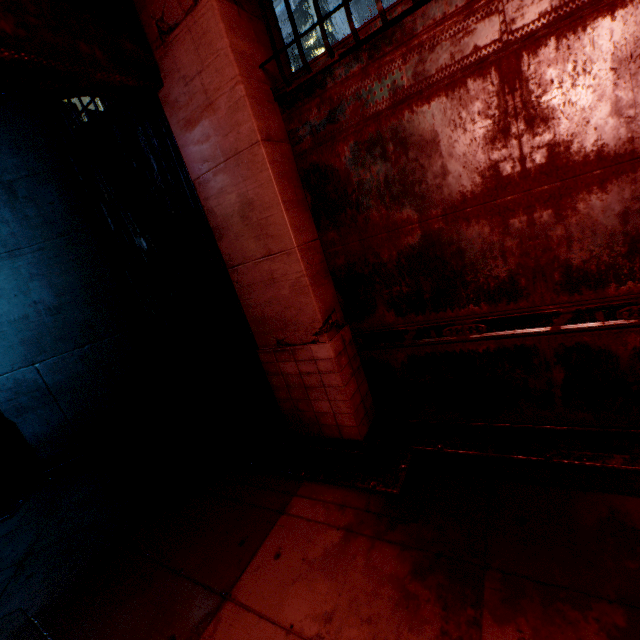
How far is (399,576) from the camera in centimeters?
254cm
